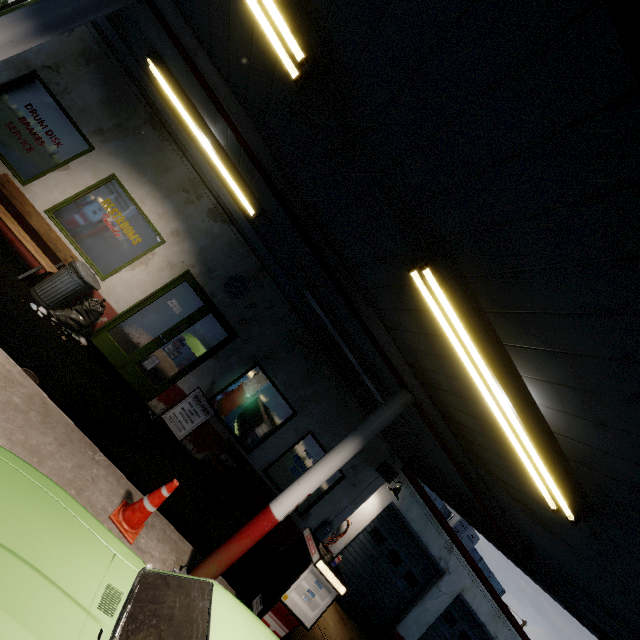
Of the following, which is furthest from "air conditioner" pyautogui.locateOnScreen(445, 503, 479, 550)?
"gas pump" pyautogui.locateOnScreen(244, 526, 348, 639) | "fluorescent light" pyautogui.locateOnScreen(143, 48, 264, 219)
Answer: "fluorescent light" pyautogui.locateOnScreen(143, 48, 264, 219)

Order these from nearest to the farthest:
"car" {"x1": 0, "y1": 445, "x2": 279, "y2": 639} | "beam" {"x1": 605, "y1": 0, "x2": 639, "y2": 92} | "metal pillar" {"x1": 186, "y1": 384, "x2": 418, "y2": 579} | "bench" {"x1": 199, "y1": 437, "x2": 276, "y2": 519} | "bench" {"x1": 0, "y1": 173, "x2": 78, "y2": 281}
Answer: "beam" {"x1": 605, "y1": 0, "x2": 639, "y2": 92}, "car" {"x1": 0, "y1": 445, "x2": 279, "y2": 639}, "metal pillar" {"x1": 186, "y1": 384, "x2": 418, "y2": 579}, "bench" {"x1": 0, "y1": 173, "x2": 78, "y2": 281}, "bench" {"x1": 199, "y1": 437, "x2": 276, "y2": 519}

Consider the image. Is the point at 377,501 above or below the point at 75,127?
above

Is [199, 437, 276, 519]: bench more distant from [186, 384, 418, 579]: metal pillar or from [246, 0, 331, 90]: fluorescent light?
[246, 0, 331, 90]: fluorescent light

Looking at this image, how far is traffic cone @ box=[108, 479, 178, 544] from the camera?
3.75m

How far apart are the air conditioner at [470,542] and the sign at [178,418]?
10.32m

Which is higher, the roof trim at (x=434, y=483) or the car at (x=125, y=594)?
the roof trim at (x=434, y=483)

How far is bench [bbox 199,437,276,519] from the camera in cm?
727
